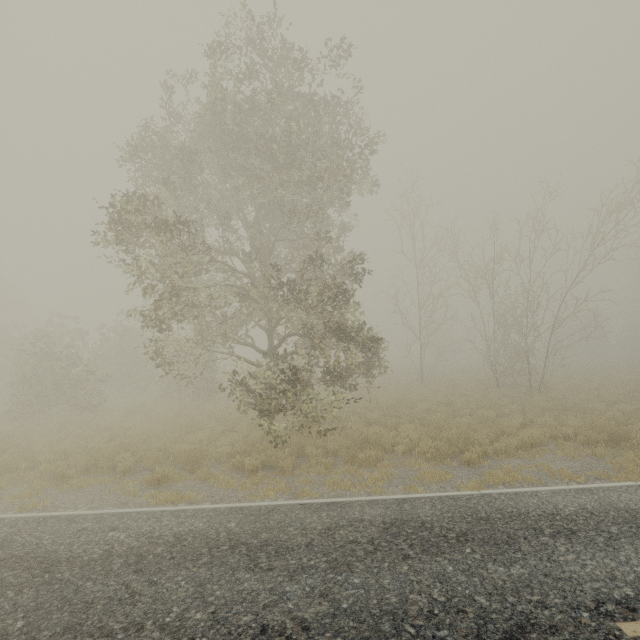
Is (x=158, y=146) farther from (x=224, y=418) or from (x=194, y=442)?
(x=224, y=418)
